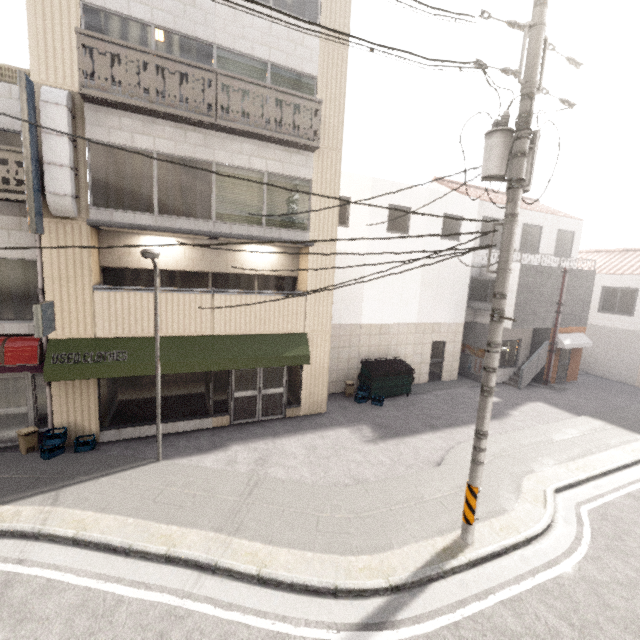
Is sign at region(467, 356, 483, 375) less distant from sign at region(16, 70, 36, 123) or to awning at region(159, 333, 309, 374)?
awning at region(159, 333, 309, 374)

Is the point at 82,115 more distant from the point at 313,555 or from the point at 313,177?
the point at 313,555

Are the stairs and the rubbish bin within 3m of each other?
no

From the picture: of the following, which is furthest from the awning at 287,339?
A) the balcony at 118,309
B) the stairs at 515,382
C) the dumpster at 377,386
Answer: the stairs at 515,382

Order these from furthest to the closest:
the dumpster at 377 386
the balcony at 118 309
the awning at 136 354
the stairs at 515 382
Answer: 1. the stairs at 515 382
2. the dumpster at 377 386
3. the balcony at 118 309
4. the awning at 136 354

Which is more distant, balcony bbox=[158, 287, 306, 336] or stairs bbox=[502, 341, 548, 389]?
stairs bbox=[502, 341, 548, 389]

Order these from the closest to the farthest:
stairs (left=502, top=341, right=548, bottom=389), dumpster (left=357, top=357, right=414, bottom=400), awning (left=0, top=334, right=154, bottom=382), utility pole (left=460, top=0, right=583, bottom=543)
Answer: utility pole (left=460, top=0, right=583, bottom=543), awning (left=0, top=334, right=154, bottom=382), dumpster (left=357, top=357, right=414, bottom=400), stairs (left=502, top=341, right=548, bottom=389)

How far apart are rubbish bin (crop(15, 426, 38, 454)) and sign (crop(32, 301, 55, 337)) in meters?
2.7 m
